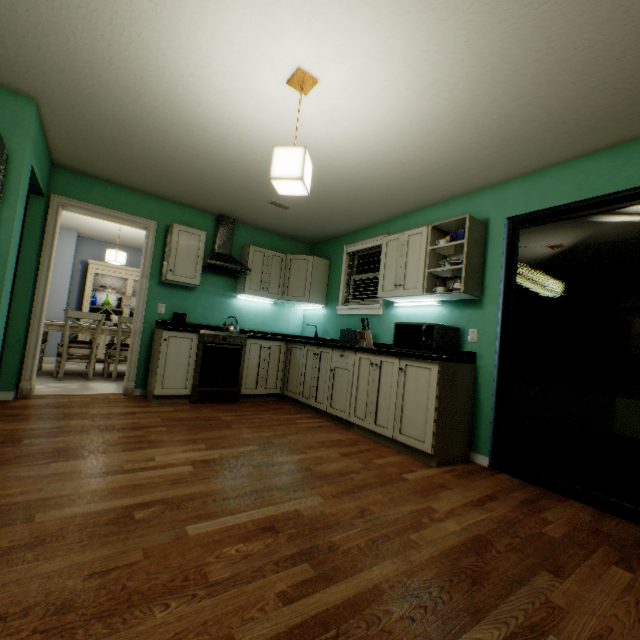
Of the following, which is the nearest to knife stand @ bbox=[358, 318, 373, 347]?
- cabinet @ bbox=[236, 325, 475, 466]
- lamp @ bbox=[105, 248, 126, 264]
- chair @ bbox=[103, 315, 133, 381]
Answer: cabinet @ bbox=[236, 325, 475, 466]

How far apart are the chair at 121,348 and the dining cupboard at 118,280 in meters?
1.7 m

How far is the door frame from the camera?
3.4m

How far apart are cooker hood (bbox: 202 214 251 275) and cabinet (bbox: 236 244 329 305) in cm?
2

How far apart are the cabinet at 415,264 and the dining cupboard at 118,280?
5.3m

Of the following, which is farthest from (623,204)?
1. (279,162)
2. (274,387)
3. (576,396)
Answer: (576,396)

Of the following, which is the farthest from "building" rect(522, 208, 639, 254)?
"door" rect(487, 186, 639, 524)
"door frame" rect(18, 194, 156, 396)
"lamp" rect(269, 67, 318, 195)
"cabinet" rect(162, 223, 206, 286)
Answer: "door frame" rect(18, 194, 156, 396)

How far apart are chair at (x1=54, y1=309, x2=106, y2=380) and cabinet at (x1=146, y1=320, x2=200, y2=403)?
1.1m
